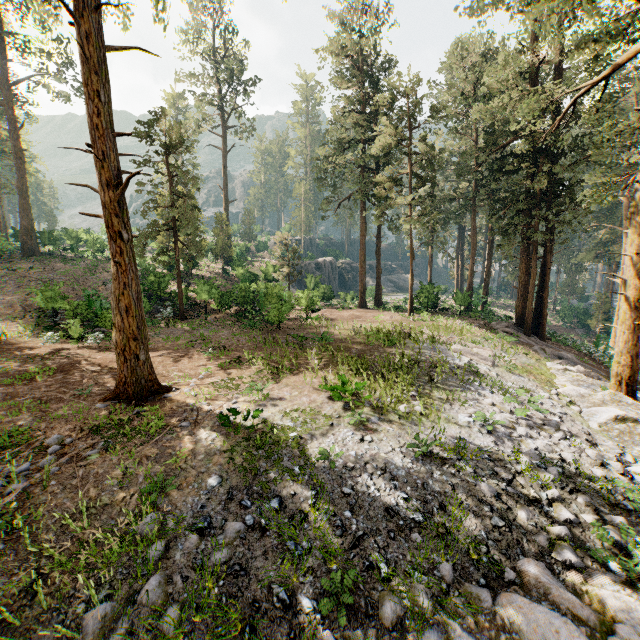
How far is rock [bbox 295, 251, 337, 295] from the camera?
36.9 meters

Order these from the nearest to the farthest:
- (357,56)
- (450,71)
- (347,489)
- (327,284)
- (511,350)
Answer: (347,489) < (511,350) < (357,56) < (450,71) < (327,284)

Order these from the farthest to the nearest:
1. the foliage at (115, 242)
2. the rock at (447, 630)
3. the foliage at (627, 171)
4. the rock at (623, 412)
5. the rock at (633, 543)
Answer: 1. the foliage at (627, 171)
2. the rock at (623, 412)
3. the foliage at (115, 242)
4. the rock at (633, 543)
5. the rock at (447, 630)

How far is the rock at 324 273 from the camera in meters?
36.9

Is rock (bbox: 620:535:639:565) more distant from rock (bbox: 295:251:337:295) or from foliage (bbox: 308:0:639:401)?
rock (bbox: 295:251:337:295)

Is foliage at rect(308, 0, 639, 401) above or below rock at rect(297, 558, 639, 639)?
above
